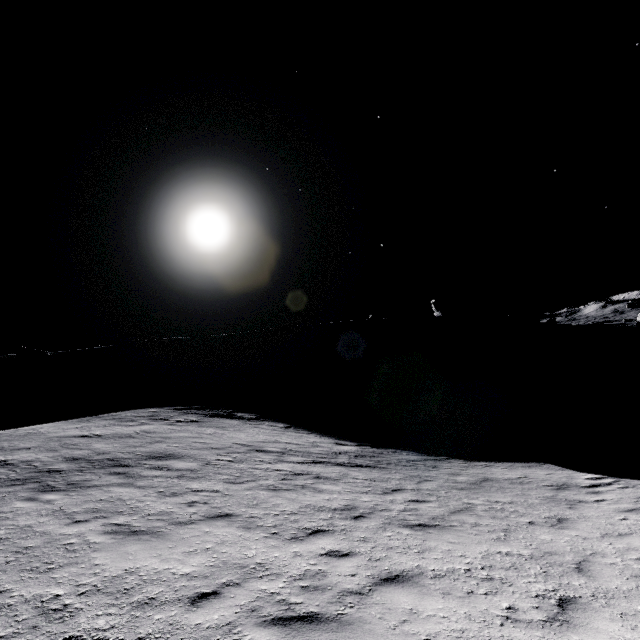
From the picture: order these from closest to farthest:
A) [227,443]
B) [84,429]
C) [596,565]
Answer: [596,565] → [227,443] → [84,429]

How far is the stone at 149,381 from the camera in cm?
5572

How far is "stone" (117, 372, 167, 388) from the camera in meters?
55.7 m
